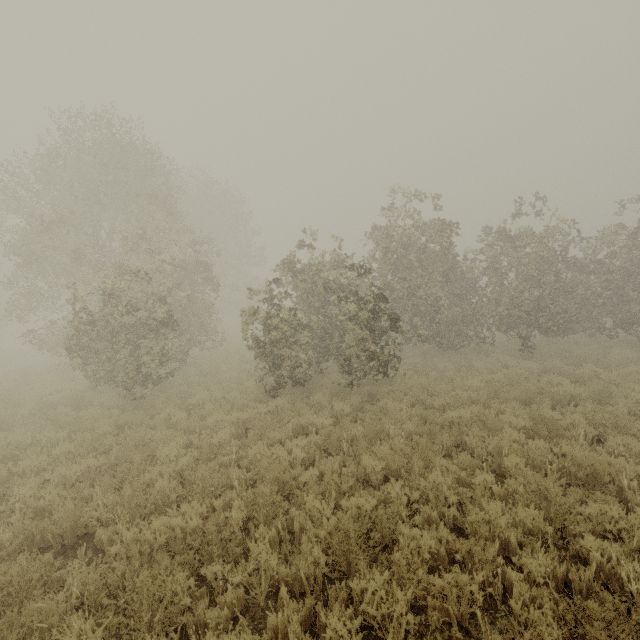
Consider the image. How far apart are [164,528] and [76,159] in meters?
17.0
